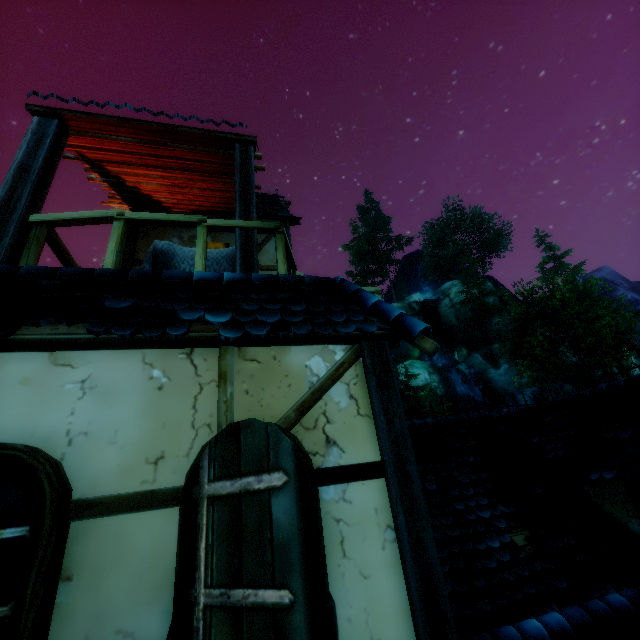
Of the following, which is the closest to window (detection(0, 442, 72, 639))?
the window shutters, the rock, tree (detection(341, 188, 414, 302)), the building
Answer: the building

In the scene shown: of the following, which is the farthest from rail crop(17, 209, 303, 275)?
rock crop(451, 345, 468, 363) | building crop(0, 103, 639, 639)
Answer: rock crop(451, 345, 468, 363)

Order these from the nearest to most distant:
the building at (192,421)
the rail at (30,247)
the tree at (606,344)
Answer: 1. the building at (192,421)
2. the rail at (30,247)
3. the tree at (606,344)

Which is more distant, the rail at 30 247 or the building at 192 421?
the rail at 30 247

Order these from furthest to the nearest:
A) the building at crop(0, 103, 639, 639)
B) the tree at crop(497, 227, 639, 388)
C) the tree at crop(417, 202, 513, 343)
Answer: the tree at crop(417, 202, 513, 343)
the tree at crop(497, 227, 639, 388)
the building at crop(0, 103, 639, 639)

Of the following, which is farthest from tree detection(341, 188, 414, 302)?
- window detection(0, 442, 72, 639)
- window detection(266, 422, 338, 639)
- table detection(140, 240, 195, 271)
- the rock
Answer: table detection(140, 240, 195, 271)

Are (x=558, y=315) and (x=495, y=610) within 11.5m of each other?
no

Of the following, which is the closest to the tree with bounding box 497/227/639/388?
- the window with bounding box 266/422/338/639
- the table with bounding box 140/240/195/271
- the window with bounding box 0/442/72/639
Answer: the window with bounding box 0/442/72/639
